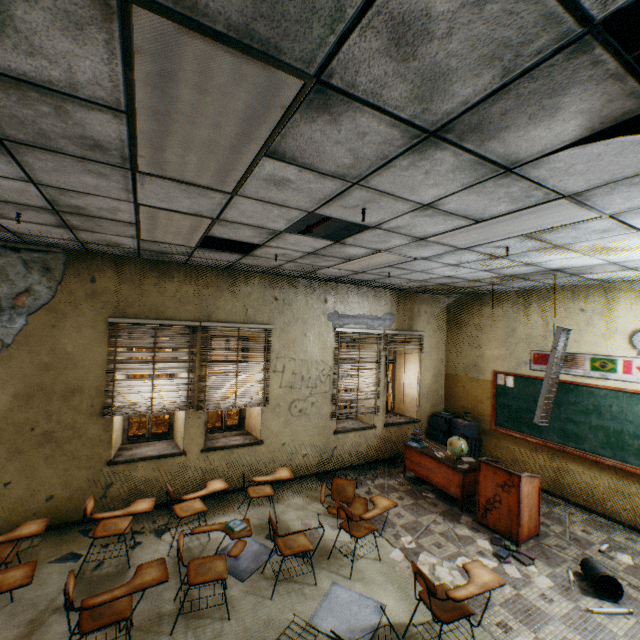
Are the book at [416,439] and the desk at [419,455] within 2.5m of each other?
yes

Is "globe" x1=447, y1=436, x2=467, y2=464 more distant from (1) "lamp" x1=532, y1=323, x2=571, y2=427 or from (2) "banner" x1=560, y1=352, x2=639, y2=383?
(2) "banner" x1=560, y1=352, x2=639, y2=383

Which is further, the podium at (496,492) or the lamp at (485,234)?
the podium at (496,492)

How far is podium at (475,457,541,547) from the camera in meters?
4.6 m

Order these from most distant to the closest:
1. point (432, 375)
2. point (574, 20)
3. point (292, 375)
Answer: point (432, 375), point (292, 375), point (574, 20)

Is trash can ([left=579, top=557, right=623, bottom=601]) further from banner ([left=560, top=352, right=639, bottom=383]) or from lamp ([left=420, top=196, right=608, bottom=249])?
lamp ([left=420, top=196, right=608, bottom=249])

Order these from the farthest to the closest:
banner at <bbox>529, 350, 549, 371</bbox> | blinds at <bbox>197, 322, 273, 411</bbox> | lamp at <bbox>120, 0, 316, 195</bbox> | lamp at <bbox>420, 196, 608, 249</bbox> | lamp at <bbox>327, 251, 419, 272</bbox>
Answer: banner at <bbox>529, 350, 549, 371</bbox> < blinds at <bbox>197, 322, 273, 411</bbox> < lamp at <bbox>327, 251, 419, 272</bbox> < lamp at <bbox>420, 196, 608, 249</bbox> < lamp at <bbox>120, 0, 316, 195</bbox>

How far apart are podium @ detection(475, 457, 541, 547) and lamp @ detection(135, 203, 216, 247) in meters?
5.2
